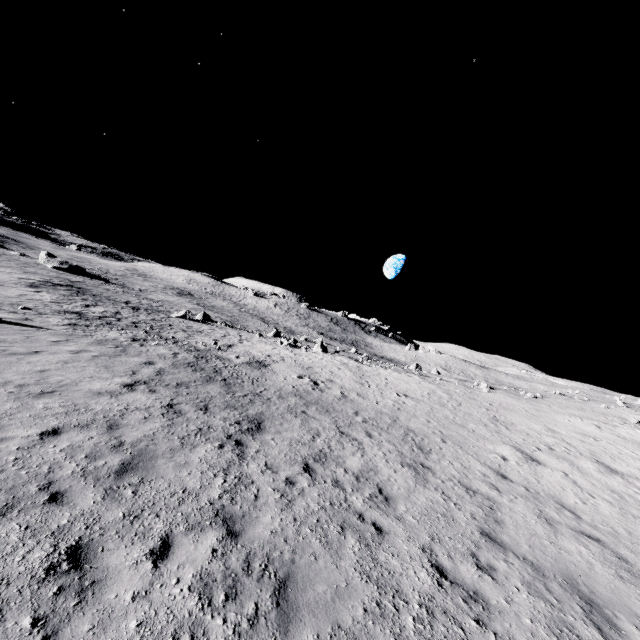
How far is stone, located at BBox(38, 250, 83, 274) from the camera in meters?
56.2

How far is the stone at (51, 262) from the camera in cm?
5619

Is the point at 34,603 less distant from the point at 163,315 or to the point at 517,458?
the point at 517,458
